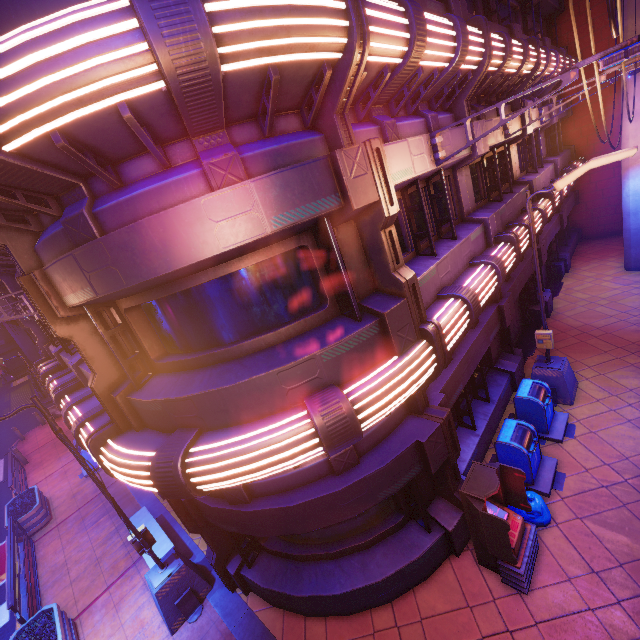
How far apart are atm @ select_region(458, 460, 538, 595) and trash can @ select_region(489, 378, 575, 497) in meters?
1.1 m

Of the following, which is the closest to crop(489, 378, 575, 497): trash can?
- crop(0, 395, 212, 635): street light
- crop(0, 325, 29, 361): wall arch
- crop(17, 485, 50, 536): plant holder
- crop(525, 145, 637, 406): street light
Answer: crop(525, 145, 637, 406): street light

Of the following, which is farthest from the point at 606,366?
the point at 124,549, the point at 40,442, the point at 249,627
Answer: the point at 40,442

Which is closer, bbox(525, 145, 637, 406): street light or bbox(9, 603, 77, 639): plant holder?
bbox(525, 145, 637, 406): street light

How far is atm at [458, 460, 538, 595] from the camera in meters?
5.2 m

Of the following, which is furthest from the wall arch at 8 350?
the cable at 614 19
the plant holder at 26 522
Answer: the cable at 614 19

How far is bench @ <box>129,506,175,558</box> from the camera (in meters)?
8.10

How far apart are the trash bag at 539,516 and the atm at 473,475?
0.1 meters
